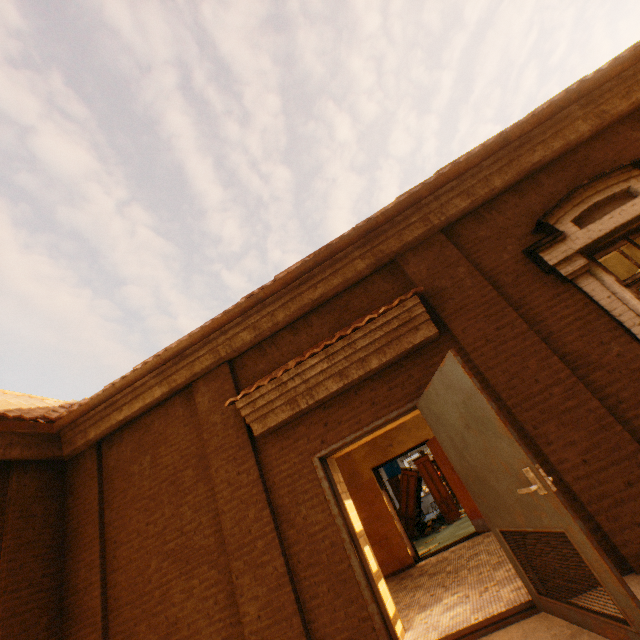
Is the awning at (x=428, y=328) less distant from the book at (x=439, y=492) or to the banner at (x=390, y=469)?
the book at (x=439, y=492)

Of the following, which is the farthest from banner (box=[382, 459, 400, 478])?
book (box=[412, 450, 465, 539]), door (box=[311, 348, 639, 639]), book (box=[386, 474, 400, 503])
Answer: door (box=[311, 348, 639, 639])

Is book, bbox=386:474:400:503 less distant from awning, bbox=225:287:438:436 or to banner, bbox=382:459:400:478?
banner, bbox=382:459:400:478

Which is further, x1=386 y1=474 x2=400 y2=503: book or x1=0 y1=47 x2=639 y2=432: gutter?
x1=386 y1=474 x2=400 y2=503: book

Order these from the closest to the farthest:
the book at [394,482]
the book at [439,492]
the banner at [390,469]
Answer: the book at [439,492] < the book at [394,482] < the banner at [390,469]

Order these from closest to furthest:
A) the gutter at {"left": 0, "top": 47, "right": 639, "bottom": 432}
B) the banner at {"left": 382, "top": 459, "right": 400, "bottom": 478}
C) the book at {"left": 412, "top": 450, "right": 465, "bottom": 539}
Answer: the gutter at {"left": 0, "top": 47, "right": 639, "bottom": 432} → the book at {"left": 412, "top": 450, "right": 465, "bottom": 539} → the banner at {"left": 382, "top": 459, "right": 400, "bottom": 478}

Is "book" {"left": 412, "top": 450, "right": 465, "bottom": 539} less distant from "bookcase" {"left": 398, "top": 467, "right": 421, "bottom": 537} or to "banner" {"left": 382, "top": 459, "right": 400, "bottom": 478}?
"bookcase" {"left": 398, "top": 467, "right": 421, "bottom": 537}

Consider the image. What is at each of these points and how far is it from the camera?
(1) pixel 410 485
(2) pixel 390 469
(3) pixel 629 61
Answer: (1) bookcase, 12.0m
(2) banner, 19.3m
(3) gutter, 4.0m
